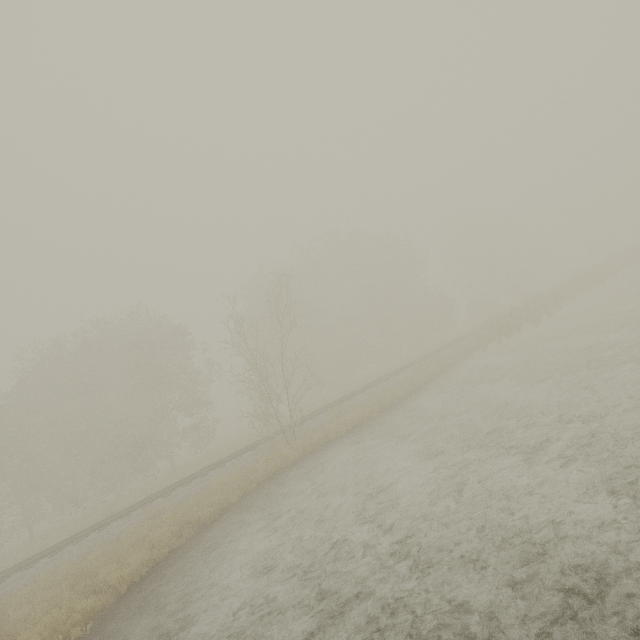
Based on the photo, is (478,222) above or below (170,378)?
above
